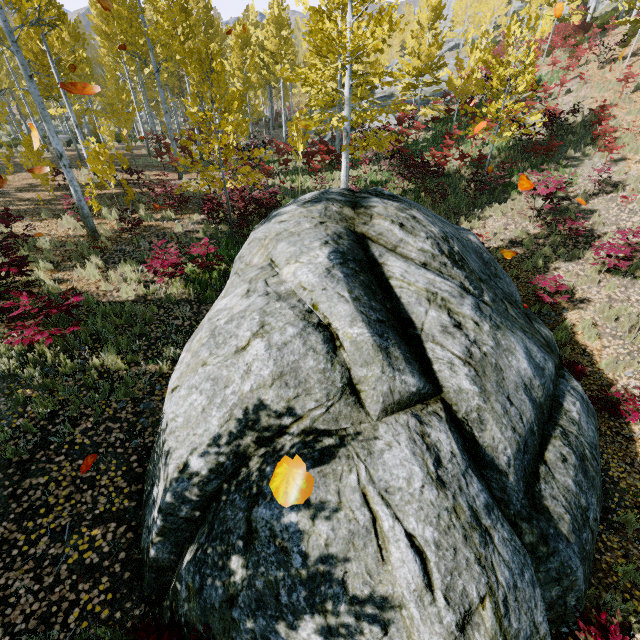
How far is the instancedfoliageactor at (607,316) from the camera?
8.2 meters

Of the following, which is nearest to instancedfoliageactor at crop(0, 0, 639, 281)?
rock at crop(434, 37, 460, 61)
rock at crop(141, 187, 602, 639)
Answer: rock at crop(434, 37, 460, 61)

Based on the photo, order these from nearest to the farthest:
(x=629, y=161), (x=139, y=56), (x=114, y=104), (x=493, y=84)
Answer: (x=629, y=161) → (x=139, y=56) → (x=114, y=104) → (x=493, y=84)

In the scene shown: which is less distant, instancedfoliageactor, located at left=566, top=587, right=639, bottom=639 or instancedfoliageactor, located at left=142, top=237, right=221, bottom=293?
instancedfoliageactor, located at left=566, top=587, right=639, bottom=639

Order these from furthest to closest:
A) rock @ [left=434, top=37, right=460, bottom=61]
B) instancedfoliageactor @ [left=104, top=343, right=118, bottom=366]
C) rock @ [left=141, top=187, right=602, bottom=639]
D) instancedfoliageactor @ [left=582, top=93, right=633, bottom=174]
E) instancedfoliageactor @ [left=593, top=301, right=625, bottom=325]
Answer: rock @ [left=434, top=37, right=460, bottom=61], instancedfoliageactor @ [left=582, top=93, right=633, bottom=174], instancedfoliageactor @ [left=593, top=301, right=625, bottom=325], instancedfoliageactor @ [left=104, top=343, right=118, bottom=366], rock @ [left=141, top=187, right=602, bottom=639]

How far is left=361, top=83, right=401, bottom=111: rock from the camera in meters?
29.9 m

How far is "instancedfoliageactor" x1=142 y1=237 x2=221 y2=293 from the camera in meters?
7.7 m

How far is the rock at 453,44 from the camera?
47.3m
